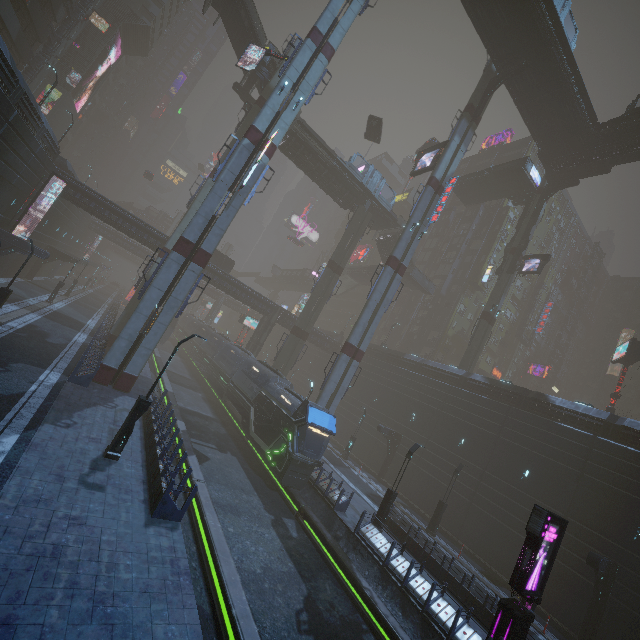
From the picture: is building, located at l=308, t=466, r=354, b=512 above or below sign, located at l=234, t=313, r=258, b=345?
below

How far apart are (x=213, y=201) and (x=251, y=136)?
5.2m

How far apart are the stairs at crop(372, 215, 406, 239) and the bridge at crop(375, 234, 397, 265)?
0.0 meters

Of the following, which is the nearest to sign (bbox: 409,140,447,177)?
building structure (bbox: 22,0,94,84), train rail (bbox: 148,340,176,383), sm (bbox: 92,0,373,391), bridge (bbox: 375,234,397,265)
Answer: bridge (bbox: 375,234,397,265)

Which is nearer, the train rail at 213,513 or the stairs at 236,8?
the train rail at 213,513

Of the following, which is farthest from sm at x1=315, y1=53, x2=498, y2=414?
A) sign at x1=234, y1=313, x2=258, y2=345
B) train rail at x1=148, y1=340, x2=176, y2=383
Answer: sign at x1=234, y1=313, x2=258, y2=345

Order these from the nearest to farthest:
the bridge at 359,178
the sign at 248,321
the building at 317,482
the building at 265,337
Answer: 1. the building at 317,482
2. the bridge at 359,178
3. the building at 265,337
4. the sign at 248,321

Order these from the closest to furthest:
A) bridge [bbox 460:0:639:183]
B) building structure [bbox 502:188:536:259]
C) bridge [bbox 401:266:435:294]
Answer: bridge [bbox 460:0:639:183]
building structure [bbox 502:188:536:259]
bridge [bbox 401:266:435:294]
